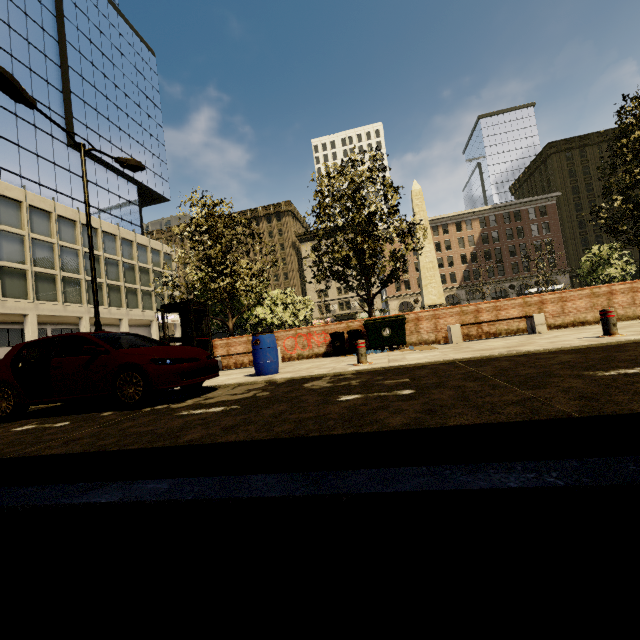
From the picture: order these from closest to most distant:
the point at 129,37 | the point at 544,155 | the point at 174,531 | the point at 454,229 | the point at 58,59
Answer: the point at 174,531 < the point at 58,59 < the point at 129,37 < the point at 544,155 < the point at 454,229

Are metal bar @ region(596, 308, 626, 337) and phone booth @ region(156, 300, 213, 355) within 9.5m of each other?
no

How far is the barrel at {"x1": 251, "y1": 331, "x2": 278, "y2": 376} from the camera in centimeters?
768cm

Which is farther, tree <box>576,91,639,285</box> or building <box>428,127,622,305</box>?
building <box>428,127,622,305</box>

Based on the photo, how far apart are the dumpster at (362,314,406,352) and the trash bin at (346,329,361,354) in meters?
0.2

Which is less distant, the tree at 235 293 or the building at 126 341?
the tree at 235 293

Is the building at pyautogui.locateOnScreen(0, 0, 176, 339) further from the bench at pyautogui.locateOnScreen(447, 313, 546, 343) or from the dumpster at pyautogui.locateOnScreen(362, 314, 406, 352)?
the bench at pyautogui.locateOnScreen(447, 313, 546, 343)

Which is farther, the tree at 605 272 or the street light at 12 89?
the tree at 605 272
